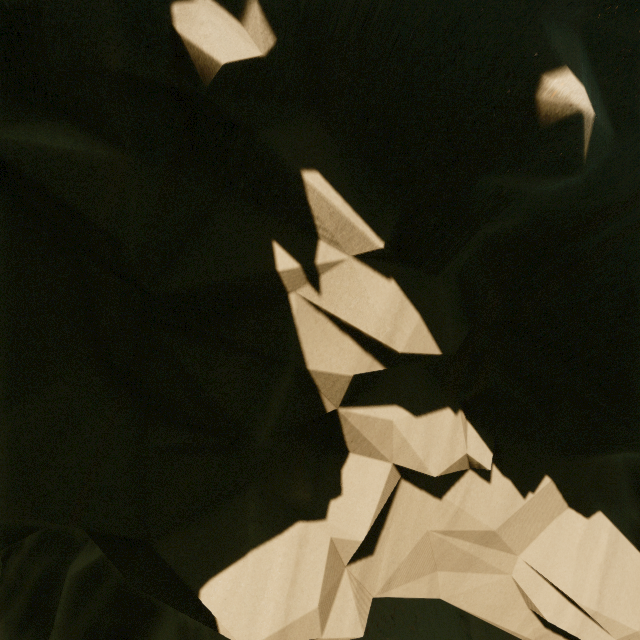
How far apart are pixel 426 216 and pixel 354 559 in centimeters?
399cm
